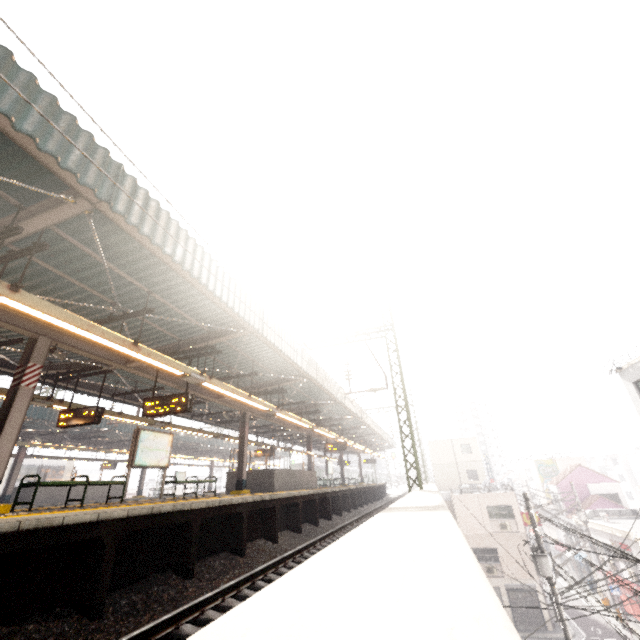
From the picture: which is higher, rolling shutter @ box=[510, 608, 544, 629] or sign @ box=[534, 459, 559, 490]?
sign @ box=[534, 459, 559, 490]

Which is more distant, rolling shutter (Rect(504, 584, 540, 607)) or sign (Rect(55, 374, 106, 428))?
rolling shutter (Rect(504, 584, 540, 607))

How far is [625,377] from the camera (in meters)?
16.83

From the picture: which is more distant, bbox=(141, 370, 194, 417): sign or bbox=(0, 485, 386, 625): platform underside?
bbox=(141, 370, 194, 417): sign

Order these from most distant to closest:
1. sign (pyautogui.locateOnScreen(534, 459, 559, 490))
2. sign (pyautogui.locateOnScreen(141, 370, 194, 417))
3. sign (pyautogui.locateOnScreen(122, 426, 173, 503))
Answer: sign (pyautogui.locateOnScreen(534, 459, 559, 490)) < sign (pyautogui.locateOnScreen(122, 426, 173, 503)) < sign (pyautogui.locateOnScreen(141, 370, 194, 417))

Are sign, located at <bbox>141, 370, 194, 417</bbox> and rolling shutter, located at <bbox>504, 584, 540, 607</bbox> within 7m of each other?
no

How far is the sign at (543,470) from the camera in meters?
42.2 m

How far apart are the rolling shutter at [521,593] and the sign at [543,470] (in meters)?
20.91
